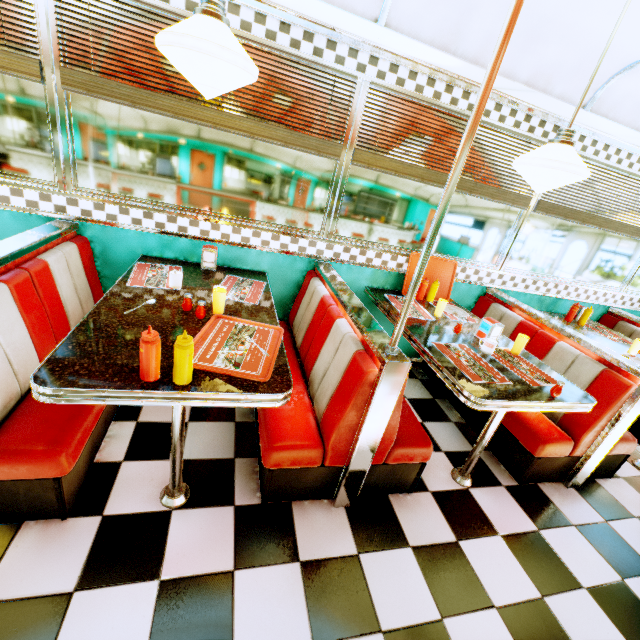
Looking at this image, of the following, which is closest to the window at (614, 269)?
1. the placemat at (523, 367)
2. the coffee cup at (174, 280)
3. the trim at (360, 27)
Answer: the trim at (360, 27)

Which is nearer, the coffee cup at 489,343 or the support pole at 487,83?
the support pole at 487,83

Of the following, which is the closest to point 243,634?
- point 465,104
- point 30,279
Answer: point 30,279

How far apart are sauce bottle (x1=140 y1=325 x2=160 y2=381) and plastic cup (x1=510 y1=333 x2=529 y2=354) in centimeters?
229cm

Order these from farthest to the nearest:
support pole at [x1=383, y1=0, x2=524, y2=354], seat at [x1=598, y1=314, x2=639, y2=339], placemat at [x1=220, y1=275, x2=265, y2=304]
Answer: seat at [x1=598, y1=314, x2=639, y2=339] → placemat at [x1=220, y1=275, x2=265, y2=304] → support pole at [x1=383, y1=0, x2=524, y2=354]

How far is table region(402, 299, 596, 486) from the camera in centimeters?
183cm

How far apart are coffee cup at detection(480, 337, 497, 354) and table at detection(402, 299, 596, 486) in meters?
0.1

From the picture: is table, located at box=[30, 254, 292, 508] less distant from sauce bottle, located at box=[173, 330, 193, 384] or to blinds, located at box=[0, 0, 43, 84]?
sauce bottle, located at box=[173, 330, 193, 384]
